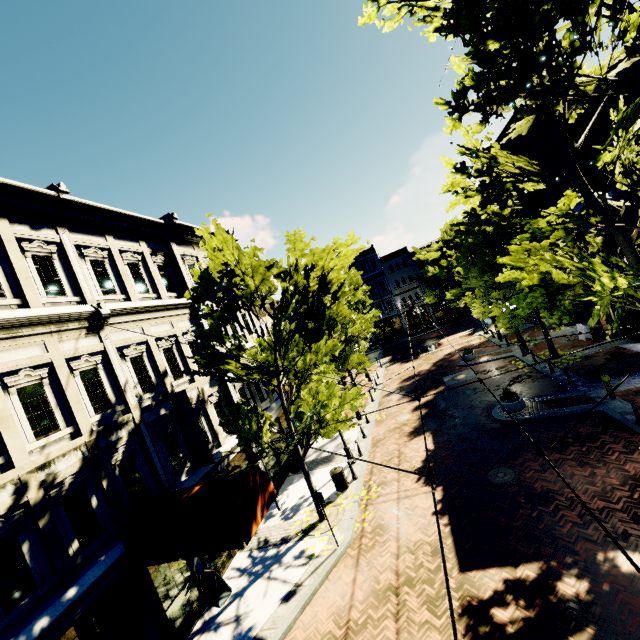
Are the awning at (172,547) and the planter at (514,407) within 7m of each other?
no

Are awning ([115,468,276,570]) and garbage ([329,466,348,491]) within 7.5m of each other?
yes

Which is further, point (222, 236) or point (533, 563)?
point (222, 236)

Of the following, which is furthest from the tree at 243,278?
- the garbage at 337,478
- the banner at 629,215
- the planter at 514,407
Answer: the planter at 514,407

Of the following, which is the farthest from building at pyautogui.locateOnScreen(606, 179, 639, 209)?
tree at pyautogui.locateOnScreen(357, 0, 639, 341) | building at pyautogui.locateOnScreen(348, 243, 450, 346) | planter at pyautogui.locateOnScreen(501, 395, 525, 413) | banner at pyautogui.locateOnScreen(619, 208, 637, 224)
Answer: banner at pyautogui.locateOnScreen(619, 208, 637, 224)

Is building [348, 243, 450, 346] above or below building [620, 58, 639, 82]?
below

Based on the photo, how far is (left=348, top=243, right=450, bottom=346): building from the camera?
46.66m

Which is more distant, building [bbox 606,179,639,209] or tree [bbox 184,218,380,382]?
building [bbox 606,179,639,209]
